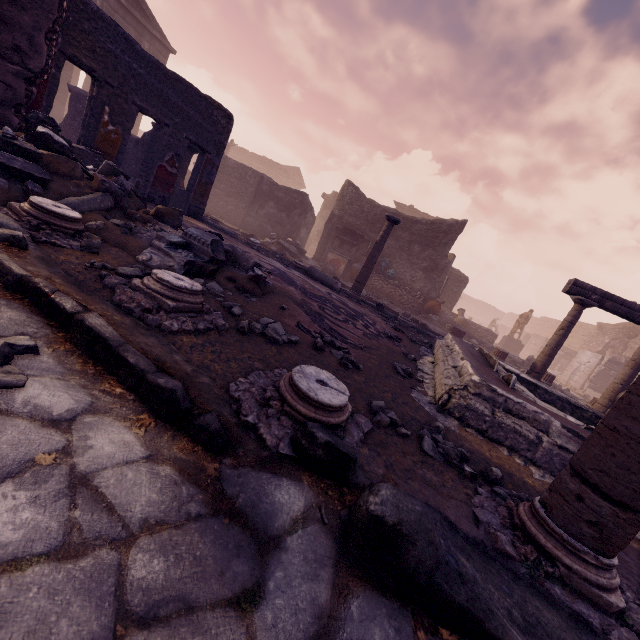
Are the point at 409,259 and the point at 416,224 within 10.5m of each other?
yes

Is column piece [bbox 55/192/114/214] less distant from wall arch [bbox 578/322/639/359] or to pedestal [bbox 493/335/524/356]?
pedestal [bbox 493/335/524/356]

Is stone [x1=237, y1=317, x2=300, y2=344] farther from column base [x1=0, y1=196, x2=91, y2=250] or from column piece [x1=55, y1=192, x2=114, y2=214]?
column base [x1=0, y1=196, x2=91, y2=250]

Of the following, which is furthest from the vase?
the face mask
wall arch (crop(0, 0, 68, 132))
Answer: wall arch (crop(0, 0, 68, 132))

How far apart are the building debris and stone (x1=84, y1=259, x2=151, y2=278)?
0.22m

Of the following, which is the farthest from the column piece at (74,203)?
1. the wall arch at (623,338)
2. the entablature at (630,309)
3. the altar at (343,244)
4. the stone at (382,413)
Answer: the wall arch at (623,338)

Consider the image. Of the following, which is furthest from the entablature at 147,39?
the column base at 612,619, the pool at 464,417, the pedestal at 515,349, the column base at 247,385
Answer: the pedestal at 515,349

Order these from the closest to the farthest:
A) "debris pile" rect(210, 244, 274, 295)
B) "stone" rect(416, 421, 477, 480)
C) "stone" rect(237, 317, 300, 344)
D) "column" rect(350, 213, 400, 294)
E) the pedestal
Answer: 1. "stone" rect(416, 421, 477, 480)
2. "stone" rect(237, 317, 300, 344)
3. "debris pile" rect(210, 244, 274, 295)
4. "column" rect(350, 213, 400, 294)
5. the pedestal
